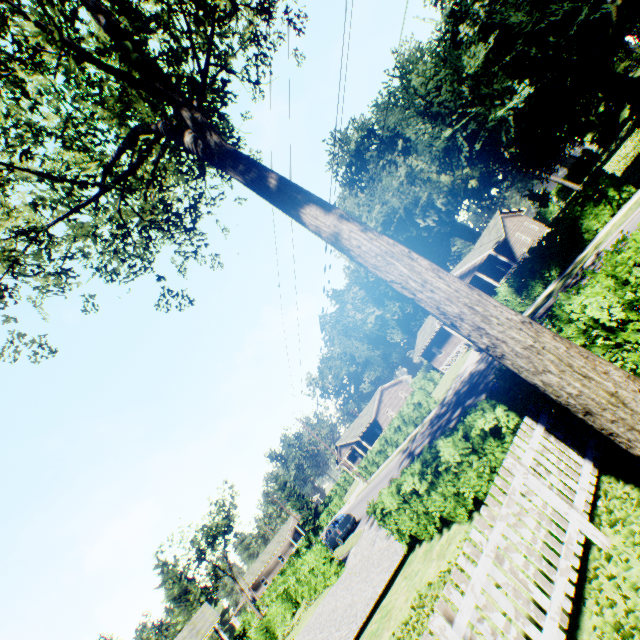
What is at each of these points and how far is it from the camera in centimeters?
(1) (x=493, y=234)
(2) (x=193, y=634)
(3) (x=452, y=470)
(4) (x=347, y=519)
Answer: (1) house, 3544cm
(2) house, 3175cm
(3) hedge, 809cm
(4) car, 2505cm

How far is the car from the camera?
24.45m

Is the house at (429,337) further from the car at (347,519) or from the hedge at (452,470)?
the car at (347,519)

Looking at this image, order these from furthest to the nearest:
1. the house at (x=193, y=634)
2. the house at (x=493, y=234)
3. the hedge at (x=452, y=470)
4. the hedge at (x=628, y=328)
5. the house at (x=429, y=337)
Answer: the house at (x=429, y=337) < the house at (x=493, y=234) < the house at (x=193, y=634) < the hedge at (x=452, y=470) < the hedge at (x=628, y=328)

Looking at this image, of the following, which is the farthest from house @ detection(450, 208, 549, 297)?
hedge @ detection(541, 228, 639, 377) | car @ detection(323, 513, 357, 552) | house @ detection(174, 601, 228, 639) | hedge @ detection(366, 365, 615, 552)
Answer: house @ detection(174, 601, 228, 639)

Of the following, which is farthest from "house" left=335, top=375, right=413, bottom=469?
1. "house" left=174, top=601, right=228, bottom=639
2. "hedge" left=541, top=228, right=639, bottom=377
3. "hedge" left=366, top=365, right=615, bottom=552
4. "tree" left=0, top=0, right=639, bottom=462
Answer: "hedge" left=541, top=228, right=639, bottom=377

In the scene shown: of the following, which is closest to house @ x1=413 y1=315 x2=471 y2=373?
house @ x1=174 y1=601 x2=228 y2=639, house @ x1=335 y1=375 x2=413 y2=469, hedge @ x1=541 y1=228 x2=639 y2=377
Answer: house @ x1=335 y1=375 x2=413 y2=469

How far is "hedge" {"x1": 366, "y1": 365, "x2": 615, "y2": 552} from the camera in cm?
605
